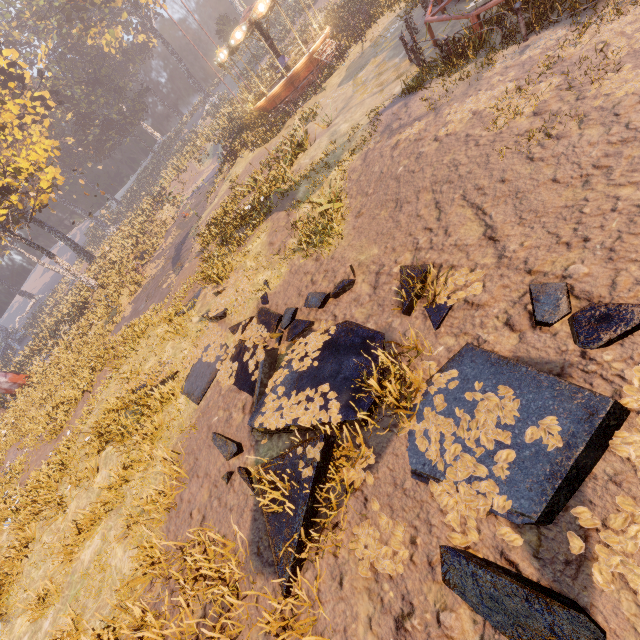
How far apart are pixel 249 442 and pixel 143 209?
36.9m

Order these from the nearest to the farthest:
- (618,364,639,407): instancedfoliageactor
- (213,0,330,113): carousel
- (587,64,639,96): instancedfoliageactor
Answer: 1. (618,364,639,407): instancedfoliageactor
2. (587,64,639,96): instancedfoliageactor
3. (213,0,330,113): carousel

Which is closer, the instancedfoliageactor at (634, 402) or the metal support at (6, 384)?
the instancedfoliageactor at (634, 402)

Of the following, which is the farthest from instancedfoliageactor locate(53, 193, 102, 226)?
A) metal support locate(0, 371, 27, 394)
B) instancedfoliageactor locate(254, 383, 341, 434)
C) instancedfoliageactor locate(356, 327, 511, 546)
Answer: instancedfoliageactor locate(356, 327, 511, 546)

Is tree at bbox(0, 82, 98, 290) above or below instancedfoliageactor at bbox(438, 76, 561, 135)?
above

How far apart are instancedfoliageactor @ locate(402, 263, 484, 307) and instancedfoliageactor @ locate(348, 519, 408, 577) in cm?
279

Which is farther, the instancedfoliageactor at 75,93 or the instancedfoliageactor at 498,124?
the instancedfoliageactor at 75,93

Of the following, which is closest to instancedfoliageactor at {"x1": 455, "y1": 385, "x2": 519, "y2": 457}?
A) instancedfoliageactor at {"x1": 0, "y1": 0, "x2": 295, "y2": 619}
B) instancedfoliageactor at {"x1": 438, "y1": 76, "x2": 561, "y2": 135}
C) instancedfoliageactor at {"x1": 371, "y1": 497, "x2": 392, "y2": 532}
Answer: instancedfoliageactor at {"x1": 371, "y1": 497, "x2": 392, "y2": 532}
